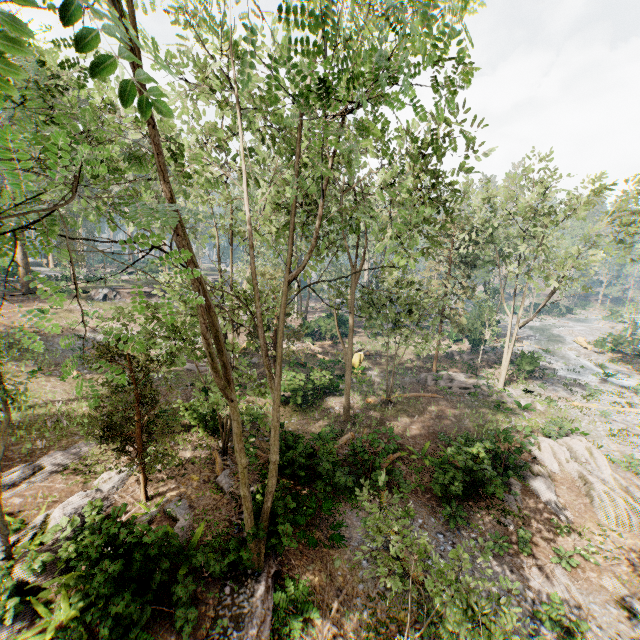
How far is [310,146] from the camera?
9.68m

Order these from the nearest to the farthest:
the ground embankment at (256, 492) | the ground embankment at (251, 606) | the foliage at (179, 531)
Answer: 1. the ground embankment at (251, 606)
2. the foliage at (179, 531)
3. the ground embankment at (256, 492)

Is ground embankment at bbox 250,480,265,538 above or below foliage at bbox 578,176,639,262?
below

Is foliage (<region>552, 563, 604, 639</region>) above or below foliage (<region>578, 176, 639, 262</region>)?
below

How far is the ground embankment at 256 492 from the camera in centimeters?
1057cm

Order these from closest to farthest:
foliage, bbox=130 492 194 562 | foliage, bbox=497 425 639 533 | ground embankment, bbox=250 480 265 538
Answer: foliage, bbox=130 492 194 562 < ground embankment, bbox=250 480 265 538 < foliage, bbox=497 425 639 533

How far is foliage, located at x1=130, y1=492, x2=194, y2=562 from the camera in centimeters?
984cm
